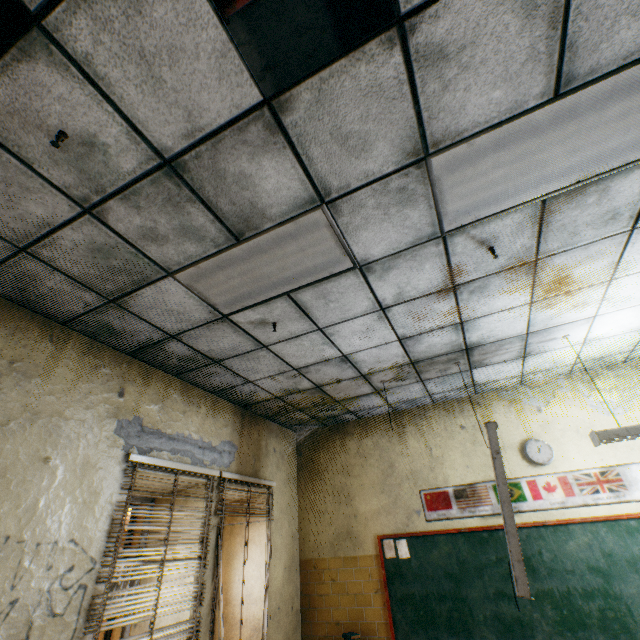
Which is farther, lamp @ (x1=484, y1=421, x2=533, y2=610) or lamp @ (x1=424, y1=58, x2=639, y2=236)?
lamp @ (x1=484, y1=421, x2=533, y2=610)

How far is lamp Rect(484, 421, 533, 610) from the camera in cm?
281

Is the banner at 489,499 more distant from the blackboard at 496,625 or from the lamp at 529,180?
the lamp at 529,180

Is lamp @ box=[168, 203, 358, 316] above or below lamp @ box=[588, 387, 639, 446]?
above

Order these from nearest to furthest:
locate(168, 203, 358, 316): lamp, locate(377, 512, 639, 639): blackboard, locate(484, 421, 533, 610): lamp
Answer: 1. locate(168, 203, 358, 316): lamp
2. locate(484, 421, 533, 610): lamp
3. locate(377, 512, 639, 639): blackboard

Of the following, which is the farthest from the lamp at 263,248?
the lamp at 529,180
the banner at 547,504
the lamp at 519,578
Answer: the banner at 547,504

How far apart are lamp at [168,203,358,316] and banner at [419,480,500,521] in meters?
3.9

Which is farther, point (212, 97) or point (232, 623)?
point (232, 623)
